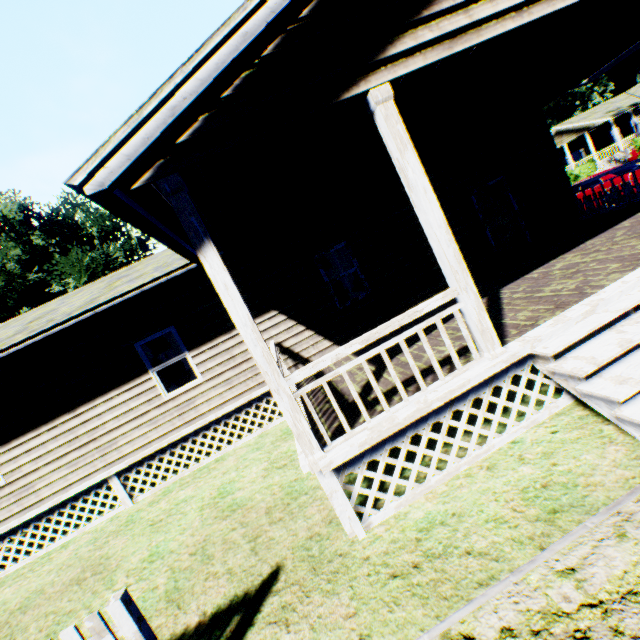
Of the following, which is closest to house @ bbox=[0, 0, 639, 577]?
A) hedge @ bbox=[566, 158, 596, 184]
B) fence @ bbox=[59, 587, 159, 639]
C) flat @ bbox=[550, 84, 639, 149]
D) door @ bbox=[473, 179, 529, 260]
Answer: door @ bbox=[473, 179, 529, 260]

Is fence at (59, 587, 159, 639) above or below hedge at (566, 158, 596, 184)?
below

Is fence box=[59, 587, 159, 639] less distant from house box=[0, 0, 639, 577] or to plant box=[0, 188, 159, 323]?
house box=[0, 0, 639, 577]

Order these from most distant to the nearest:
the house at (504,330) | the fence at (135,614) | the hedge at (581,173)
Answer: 1. the hedge at (581,173)
2. the house at (504,330)
3. the fence at (135,614)

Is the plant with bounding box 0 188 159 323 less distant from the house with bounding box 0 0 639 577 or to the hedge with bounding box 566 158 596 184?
the house with bounding box 0 0 639 577

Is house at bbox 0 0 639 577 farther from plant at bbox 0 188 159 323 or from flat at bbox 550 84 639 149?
flat at bbox 550 84 639 149

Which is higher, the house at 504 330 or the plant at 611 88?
the plant at 611 88

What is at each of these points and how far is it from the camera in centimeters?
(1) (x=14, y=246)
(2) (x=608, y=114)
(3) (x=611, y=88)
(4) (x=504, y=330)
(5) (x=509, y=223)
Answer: (1) plant, 3372cm
(2) flat, 3225cm
(3) plant, 5534cm
(4) house, 476cm
(5) door, 949cm
